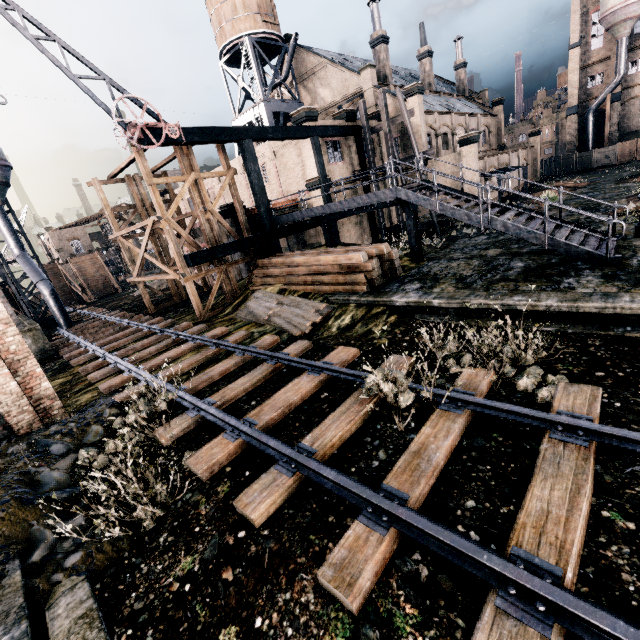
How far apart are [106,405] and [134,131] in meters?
12.4 m

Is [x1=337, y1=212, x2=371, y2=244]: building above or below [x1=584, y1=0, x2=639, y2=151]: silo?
below

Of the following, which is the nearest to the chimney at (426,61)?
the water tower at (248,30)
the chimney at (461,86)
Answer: the chimney at (461,86)

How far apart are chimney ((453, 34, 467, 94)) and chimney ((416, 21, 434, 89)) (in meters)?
10.78

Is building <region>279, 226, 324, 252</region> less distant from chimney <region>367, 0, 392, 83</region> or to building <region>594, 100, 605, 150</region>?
chimney <region>367, 0, 392, 83</region>

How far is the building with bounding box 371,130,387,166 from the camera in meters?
29.0

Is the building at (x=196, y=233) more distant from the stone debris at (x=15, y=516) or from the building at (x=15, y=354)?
the stone debris at (x=15, y=516)

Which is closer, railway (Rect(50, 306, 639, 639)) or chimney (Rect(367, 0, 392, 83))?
railway (Rect(50, 306, 639, 639))
